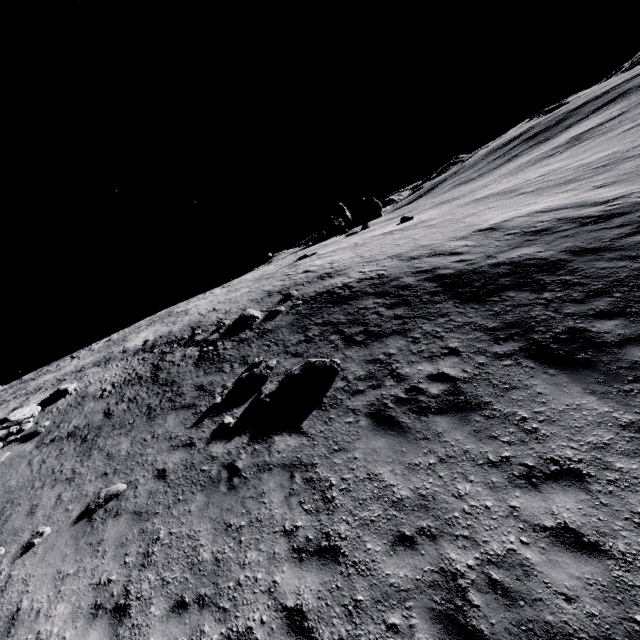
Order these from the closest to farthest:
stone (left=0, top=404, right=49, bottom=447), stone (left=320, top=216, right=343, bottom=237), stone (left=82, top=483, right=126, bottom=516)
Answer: stone (left=82, top=483, right=126, bottom=516), stone (left=0, top=404, right=49, bottom=447), stone (left=320, top=216, right=343, bottom=237)

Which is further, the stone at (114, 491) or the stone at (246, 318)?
the stone at (246, 318)

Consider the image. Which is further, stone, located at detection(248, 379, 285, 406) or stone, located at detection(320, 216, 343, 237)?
stone, located at detection(320, 216, 343, 237)

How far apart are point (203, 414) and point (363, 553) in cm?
754

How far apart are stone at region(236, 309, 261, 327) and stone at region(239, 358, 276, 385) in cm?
520

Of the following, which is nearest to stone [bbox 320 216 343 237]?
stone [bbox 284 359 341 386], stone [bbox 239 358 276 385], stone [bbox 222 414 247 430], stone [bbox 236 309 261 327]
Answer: stone [bbox 236 309 261 327]

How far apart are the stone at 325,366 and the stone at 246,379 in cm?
77

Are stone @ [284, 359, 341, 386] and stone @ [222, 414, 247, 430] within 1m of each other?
no
